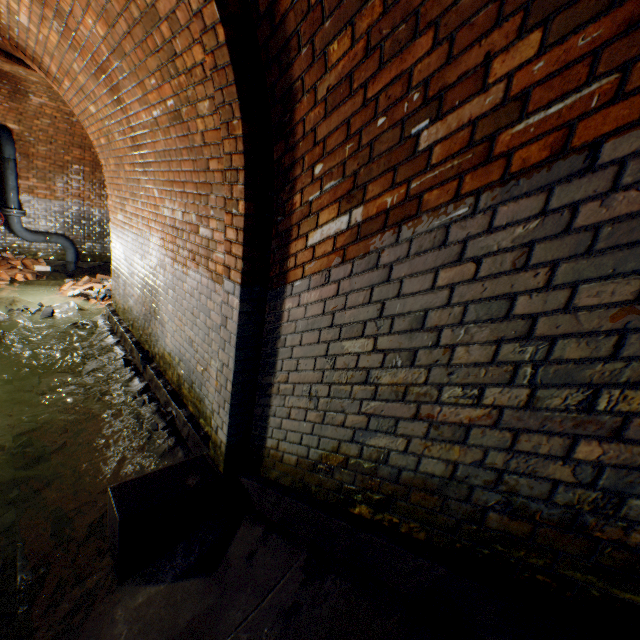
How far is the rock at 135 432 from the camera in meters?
3.6

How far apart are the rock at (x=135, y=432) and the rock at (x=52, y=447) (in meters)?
0.66

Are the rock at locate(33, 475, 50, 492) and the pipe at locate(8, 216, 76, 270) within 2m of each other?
no

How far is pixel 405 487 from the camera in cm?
157

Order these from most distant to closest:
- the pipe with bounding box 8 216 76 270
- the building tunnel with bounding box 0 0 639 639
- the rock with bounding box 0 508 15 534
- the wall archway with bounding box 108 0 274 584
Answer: the pipe with bounding box 8 216 76 270
the rock with bounding box 0 508 15 534
the wall archway with bounding box 108 0 274 584
the building tunnel with bounding box 0 0 639 639

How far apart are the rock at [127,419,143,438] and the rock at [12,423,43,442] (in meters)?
1.06

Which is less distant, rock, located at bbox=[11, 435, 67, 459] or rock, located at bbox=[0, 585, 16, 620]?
rock, located at bbox=[0, 585, 16, 620]

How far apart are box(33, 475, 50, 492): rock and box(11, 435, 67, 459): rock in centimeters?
28cm
